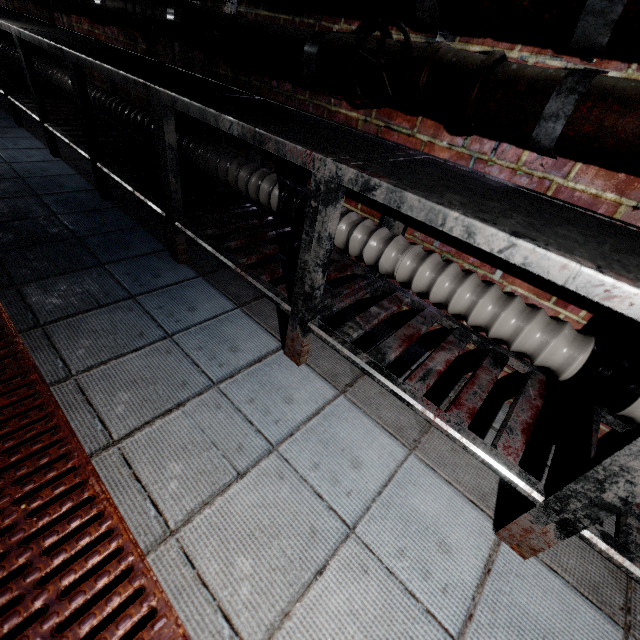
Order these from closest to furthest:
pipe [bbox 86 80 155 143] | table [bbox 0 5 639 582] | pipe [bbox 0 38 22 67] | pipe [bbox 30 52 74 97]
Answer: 1. table [bbox 0 5 639 582]
2. pipe [bbox 86 80 155 143]
3. pipe [bbox 30 52 74 97]
4. pipe [bbox 0 38 22 67]

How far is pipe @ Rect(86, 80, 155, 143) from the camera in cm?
237

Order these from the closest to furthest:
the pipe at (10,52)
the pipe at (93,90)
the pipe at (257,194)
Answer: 1. the pipe at (257,194)
2. the pipe at (93,90)
3. the pipe at (10,52)

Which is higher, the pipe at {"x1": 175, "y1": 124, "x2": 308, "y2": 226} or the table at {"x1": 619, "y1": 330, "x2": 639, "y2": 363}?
the table at {"x1": 619, "y1": 330, "x2": 639, "y2": 363}

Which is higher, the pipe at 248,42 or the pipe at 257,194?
the pipe at 248,42

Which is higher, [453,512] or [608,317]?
[608,317]
